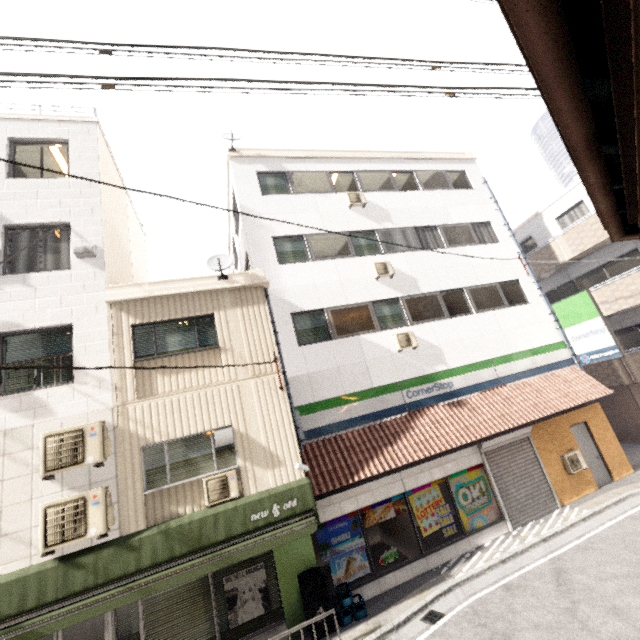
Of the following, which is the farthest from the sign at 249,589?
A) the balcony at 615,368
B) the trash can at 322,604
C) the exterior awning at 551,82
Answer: the balcony at 615,368

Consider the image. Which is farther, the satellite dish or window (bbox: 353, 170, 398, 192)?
window (bbox: 353, 170, 398, 192)

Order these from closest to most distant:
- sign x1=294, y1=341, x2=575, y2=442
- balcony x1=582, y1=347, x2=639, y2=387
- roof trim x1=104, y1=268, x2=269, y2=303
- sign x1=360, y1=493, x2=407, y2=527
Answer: roof trim x1=104, y1=268, x2=269, y2=303, sign x1=360, y1=493, x2=407, y2=527, sign x1=294, y1=341, x2=575, y2=442, balcony x1=582, y1=347, x2=639, y2=387

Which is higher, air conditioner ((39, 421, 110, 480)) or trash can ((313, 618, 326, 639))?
air conditioner ((39, 421, 110, 480))

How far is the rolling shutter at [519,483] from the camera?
10.0 meters

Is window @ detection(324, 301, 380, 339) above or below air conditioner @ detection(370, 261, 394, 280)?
below

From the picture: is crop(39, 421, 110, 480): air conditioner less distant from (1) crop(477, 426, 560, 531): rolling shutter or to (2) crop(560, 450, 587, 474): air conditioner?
(1) crop(477, 426, 560, 531): rolling shutter

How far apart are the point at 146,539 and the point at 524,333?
13.8 meters
